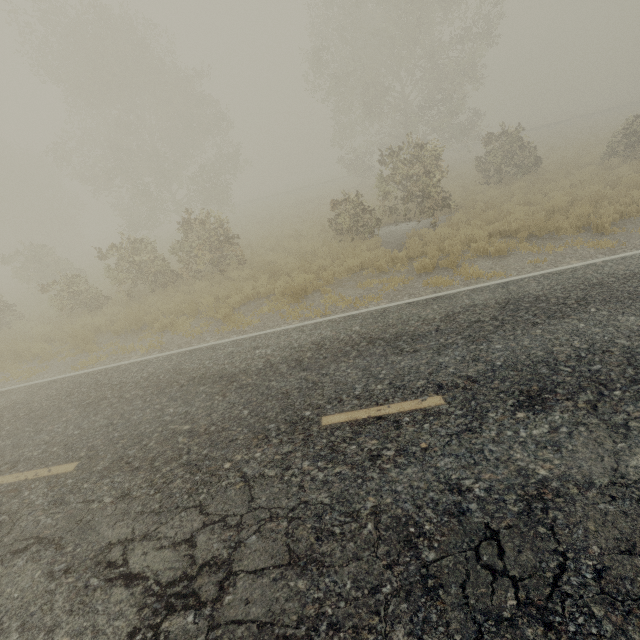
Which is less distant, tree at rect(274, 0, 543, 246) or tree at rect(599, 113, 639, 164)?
tree at rect(274, 0, 543, 246)

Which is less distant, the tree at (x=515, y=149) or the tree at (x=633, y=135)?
the tree at (x=515, y=149)

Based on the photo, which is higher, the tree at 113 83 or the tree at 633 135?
the tree at 113 83

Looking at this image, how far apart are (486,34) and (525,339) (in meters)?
25.97

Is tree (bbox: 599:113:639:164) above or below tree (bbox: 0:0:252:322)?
below
